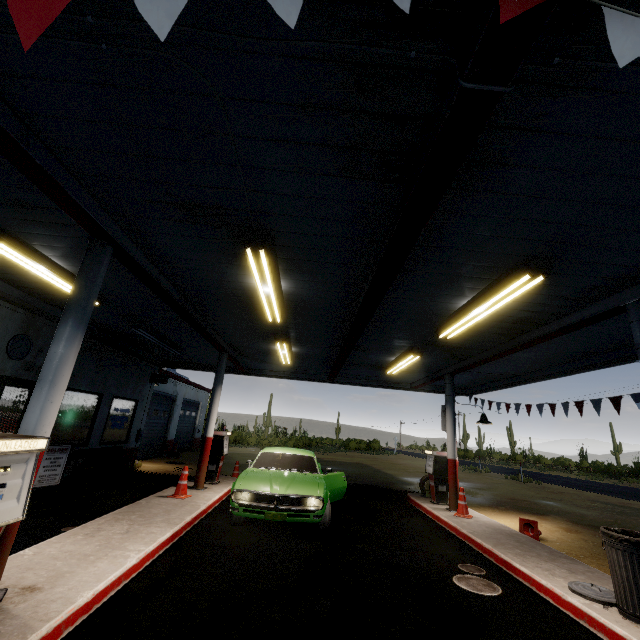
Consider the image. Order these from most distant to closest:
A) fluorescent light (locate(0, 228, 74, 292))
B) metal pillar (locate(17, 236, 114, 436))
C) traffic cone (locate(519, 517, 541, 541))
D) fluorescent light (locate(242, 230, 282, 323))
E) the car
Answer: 1. traffic cone (locate(519, 517, 541, 541))
2. the car
3. fluorescent light (locate(0, 228, 74, 292))
4. fluorescent light (locate(242, 230, 282, 323))
5. metal pillar (locate(17, 236, 114, 436))

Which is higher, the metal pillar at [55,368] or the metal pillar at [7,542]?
the metal pillar at [55,368]

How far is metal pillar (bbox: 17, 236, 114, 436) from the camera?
3.47m

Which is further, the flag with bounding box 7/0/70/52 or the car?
the car

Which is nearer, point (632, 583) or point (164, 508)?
point (632, 583)

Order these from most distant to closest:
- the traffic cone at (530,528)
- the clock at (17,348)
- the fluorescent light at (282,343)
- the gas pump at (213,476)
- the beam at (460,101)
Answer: the gas pump at (213,476), the fluorescent light at (282,343), the traffic cone at (530,528), the clock at (17,348), the beam at (460,101)

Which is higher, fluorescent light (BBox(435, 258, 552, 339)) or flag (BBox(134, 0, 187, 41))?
fluorescent light (BBox(435, 258, 552, 339))

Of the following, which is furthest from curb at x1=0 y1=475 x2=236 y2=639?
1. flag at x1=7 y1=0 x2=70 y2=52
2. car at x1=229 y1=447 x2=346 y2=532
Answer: flag at x1=7 y1=0 x2=70 y2=52
